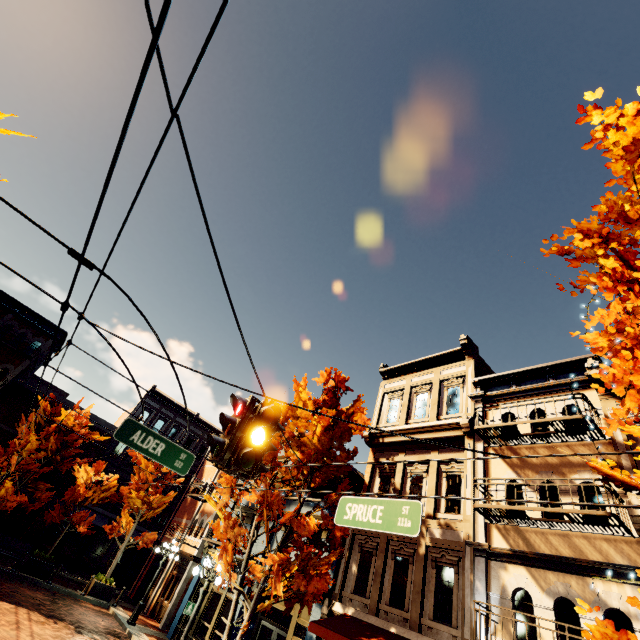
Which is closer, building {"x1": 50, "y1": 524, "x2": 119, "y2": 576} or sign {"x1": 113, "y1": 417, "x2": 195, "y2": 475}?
sign {"x1": 113, "y1": 417, "x2": 195, "y2": 475}

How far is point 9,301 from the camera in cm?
2339

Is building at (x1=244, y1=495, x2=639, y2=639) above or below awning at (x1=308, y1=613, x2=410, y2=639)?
above

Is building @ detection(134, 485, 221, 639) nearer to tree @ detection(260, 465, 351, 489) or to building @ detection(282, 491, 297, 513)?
building @ detection(282, 491, 297, 513)

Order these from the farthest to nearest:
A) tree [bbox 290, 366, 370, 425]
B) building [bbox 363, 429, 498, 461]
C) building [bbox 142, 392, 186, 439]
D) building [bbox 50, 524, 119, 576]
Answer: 1. building [bbox 142, 392, 186, 439]
2. building [bbox 50, 524, 119, 576]
3. tree [bbox 290, 366, 370, 425]
4. building [bbox 363, 429, 498, 461]

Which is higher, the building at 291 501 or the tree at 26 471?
the building at 291 501

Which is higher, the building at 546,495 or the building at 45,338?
the building at 45,338

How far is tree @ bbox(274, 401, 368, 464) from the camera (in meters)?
11.84
